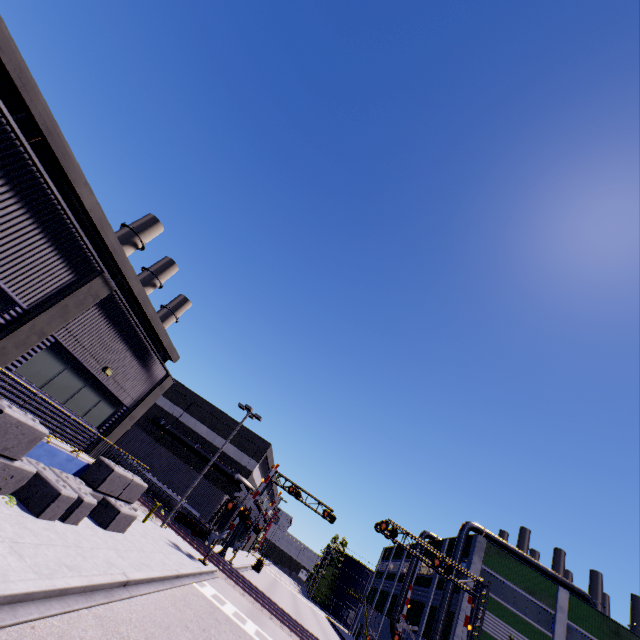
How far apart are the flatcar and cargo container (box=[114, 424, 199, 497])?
0.0m

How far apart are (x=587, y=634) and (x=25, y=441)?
46.11m

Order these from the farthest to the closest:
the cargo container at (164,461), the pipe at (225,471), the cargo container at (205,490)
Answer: the pipe at (225,471), the cargo container at (164,461), the cargo container at (205,490)

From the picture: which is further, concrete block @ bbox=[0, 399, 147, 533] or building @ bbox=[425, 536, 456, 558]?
building @ bbox=[425, 536, 456, 558]

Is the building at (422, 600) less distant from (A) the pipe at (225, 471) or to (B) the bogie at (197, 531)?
(A) the pipe at (225, 471)

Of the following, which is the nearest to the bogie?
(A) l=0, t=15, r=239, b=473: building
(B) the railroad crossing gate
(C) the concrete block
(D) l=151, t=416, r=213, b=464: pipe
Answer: (A) l=0, t=15, r=239, b=473: building

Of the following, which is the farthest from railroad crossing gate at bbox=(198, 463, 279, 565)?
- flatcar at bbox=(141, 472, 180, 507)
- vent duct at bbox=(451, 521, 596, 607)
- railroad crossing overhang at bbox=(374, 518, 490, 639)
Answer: vent duct at bbox=(451, 521, 596, 607)
